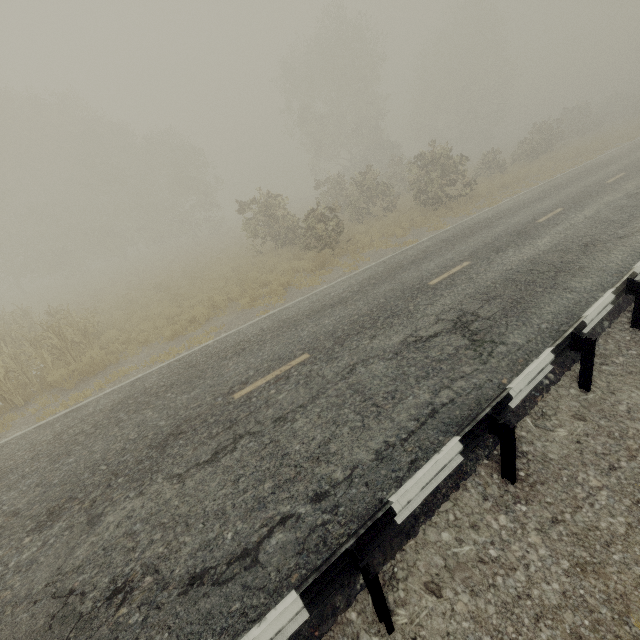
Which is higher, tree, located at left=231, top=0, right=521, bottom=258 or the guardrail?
tree, located at left=231, top=0, right=521, bottom=258

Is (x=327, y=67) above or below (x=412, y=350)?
above

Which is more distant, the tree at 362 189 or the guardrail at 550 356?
the tree at 362 189

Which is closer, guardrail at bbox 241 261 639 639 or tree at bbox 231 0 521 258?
guardrail at bbox 241 261 639 639

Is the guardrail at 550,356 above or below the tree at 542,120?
below

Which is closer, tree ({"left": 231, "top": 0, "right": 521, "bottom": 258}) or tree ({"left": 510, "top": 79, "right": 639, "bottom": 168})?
tree ({"left": 231, "top": 0, "right": 521, "bottom": 258})
